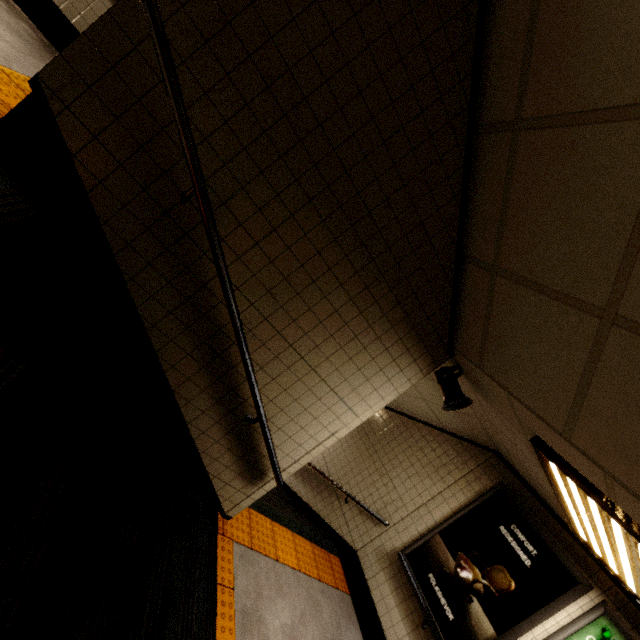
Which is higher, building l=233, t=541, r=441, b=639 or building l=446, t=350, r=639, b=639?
building l=446, t=350, r=639, b=639

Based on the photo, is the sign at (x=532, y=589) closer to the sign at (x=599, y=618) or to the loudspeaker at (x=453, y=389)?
the sign at (x=599, y=618)

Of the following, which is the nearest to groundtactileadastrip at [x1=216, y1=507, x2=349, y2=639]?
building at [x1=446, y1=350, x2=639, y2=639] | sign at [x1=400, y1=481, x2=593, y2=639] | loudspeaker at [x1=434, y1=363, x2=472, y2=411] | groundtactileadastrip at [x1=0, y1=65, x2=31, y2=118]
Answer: building at [x1=446, y1=350, x2=639, y2=639]

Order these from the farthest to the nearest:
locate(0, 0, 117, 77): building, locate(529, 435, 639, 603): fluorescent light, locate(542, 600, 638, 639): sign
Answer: locate(542, 600, 638, 639): sign < locate(0, 0, 117, 77): building < locate(529, 435, 639, 603): fluorescent light

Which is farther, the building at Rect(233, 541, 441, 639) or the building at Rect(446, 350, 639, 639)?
the building at Rect(233, 541, 441, 639)

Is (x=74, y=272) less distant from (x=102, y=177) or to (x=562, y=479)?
(x=102, y=177)

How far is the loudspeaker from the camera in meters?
3.0 m

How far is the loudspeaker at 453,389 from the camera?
3.0 meters
